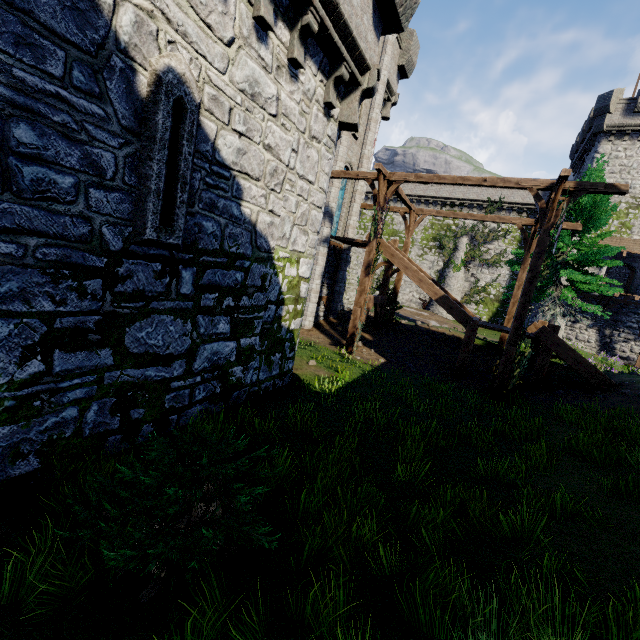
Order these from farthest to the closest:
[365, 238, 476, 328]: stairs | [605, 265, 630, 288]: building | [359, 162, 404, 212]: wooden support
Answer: [605, 265, 630, 288]: building < [365, 238, 476, 328]: stairs < [359, 162, 404, 212]: wooden support

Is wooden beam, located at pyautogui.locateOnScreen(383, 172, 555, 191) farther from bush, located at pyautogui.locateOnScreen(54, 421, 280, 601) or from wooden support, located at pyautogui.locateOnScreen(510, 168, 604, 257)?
bush, located at pyautogui.locateOnScreen(54, 421, 280, 601)

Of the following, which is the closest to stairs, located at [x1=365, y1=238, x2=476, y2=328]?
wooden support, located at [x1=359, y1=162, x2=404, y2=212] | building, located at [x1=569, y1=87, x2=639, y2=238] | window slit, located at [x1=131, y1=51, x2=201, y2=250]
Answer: wooden support, located at [x1=359, y1=162, x2=404, y2=212]

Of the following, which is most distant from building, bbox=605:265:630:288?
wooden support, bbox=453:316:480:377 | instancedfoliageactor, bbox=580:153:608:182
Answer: wooden support, bbox=453:316:480:377

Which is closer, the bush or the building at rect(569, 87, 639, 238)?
the bush

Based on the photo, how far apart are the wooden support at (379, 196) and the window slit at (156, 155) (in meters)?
9.01

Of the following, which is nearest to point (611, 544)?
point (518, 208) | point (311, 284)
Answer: point (311, 284)

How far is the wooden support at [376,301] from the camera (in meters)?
15.55
